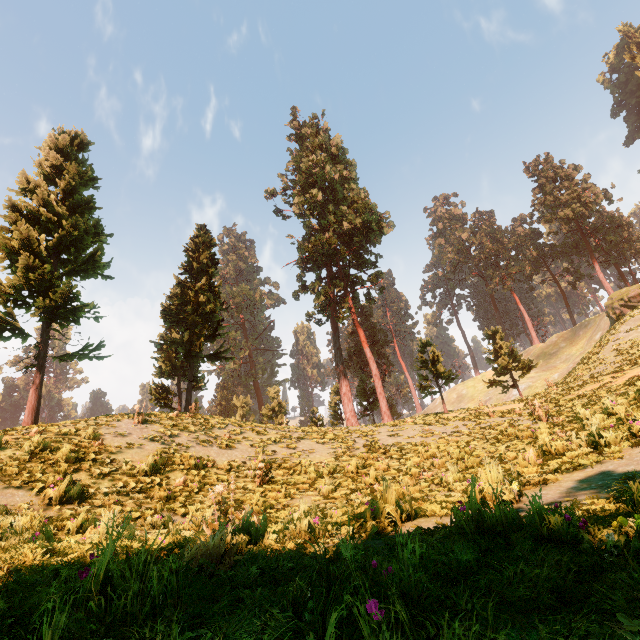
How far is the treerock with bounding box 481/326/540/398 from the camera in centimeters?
3152cm

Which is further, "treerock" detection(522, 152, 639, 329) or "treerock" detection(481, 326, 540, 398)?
"treerock" detection(522, 152, 639, 329)

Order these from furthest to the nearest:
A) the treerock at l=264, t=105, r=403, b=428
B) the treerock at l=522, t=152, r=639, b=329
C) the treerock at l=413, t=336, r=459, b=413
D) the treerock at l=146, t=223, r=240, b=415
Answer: the treerock at l=264, t=105, r=403, b=428
the treerock at l=522, t=152, r=639, b=329
the treerock at l=413, t=336, r=459, b=413
the treerock at l=146, t=223, r=240, b=415

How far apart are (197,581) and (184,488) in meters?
8.6

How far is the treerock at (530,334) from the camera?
56.5 meters
